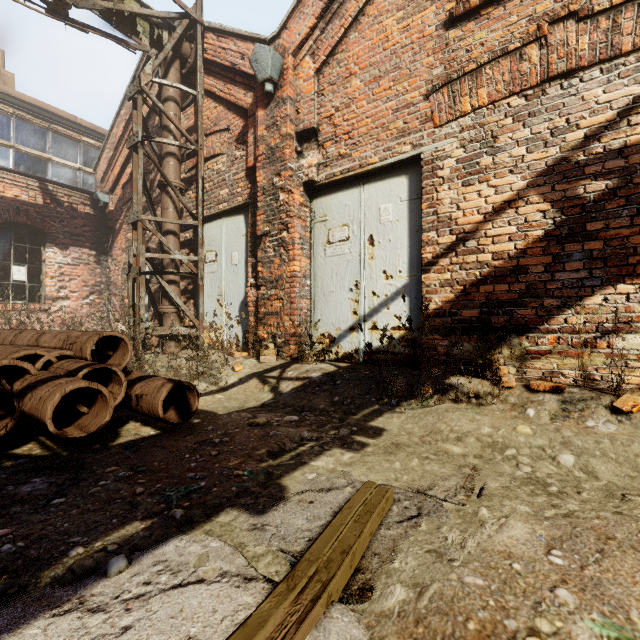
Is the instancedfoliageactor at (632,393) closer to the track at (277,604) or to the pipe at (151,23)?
the pipe at (151,23)

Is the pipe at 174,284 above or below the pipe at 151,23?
below

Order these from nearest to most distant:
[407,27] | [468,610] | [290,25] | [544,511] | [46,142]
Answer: [468,610] → [544,511] → [407,27] → [290,25] → [46,142]

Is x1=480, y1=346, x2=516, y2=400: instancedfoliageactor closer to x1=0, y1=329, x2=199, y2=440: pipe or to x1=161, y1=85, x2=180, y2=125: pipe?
x1=0, y1=329, x2=199, y2=440: pipe

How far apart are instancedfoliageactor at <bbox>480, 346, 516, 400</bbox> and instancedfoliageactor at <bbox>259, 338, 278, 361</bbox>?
2.2m

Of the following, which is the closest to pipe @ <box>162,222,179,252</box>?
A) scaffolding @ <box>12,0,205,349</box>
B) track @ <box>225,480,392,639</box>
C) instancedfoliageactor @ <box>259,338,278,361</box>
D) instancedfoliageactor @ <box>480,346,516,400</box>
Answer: scaffolding @ <box>12,0,205,349</box>

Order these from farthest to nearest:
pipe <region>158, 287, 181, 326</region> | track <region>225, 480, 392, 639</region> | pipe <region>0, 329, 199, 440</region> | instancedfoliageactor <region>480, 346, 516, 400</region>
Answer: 1. pipe <region>158, 287, 181, 326</region>
2. instancedfoliageactor <region>480, 346, 516, 400</region>
3. pipe <region>0, 329, 199, 440</region>
4. track <region>225, 480, 392, 639</region>

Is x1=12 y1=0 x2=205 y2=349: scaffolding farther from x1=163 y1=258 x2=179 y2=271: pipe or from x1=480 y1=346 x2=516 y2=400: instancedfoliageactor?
x1=480 y1=346 x2=516 y2=400: instancedfoliageactor
